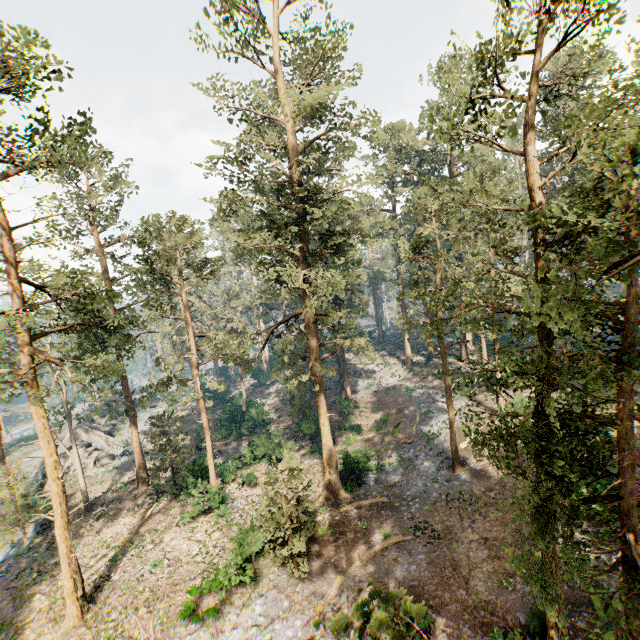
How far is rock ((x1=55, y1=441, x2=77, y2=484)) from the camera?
34.0m

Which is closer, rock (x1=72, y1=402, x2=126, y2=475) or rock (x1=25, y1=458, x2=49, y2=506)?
rock (x1=25, y1=458, x2=49, y2=506)

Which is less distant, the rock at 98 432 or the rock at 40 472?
the rock at 40 472

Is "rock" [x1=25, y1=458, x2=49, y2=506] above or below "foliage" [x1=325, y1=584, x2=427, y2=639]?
below

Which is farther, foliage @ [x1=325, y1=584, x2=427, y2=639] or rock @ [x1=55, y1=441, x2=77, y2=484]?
rock @ [x1=55, y1=441, x2=77, y2=484]

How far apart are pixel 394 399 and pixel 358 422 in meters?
5.1
